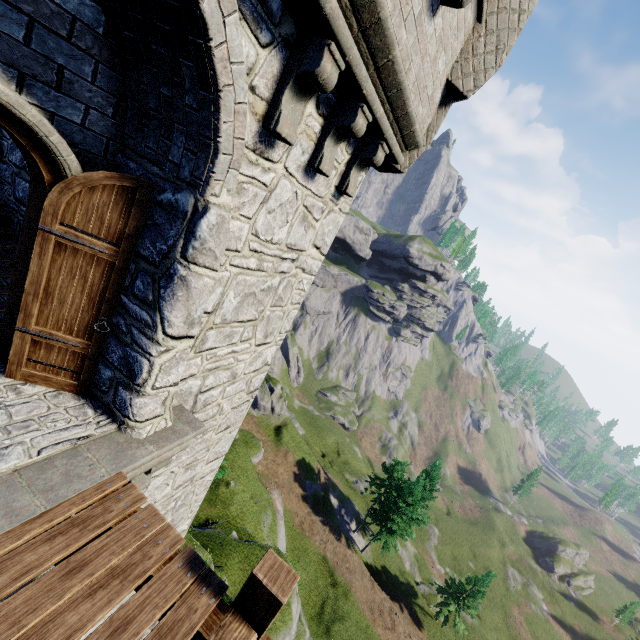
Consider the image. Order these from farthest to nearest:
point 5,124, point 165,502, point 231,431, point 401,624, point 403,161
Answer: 1. point 401,624
2. point 231,431
3. point 165,502
4. point 403,161
5. point 5,124

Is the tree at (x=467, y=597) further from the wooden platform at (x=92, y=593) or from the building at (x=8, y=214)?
the wooden platform at (x=92, y=593)

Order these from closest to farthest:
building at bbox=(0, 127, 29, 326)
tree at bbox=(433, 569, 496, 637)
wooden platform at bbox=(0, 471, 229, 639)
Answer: wooden platform at bbox=(0, 471, 229, 639) → building at bbox=(0, 127, 29, 326) → tree at bbox=(433, 569, 496, 637)

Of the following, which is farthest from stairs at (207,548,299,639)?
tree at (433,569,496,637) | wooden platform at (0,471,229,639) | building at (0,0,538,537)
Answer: tree at (433,569,496,637)

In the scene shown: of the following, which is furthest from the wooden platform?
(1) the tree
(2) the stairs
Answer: (1) the tree

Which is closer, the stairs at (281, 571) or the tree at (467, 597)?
the stairs at (281, 571)

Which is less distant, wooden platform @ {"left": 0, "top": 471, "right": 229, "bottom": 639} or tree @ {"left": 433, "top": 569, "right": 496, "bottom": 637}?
wooden platform @ {"left": 0, "top": 471, "right": 229, "bottom": 639}

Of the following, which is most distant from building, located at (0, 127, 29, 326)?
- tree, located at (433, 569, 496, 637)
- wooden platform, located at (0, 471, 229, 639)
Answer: tree, located at (433, 569, 496, 637)
